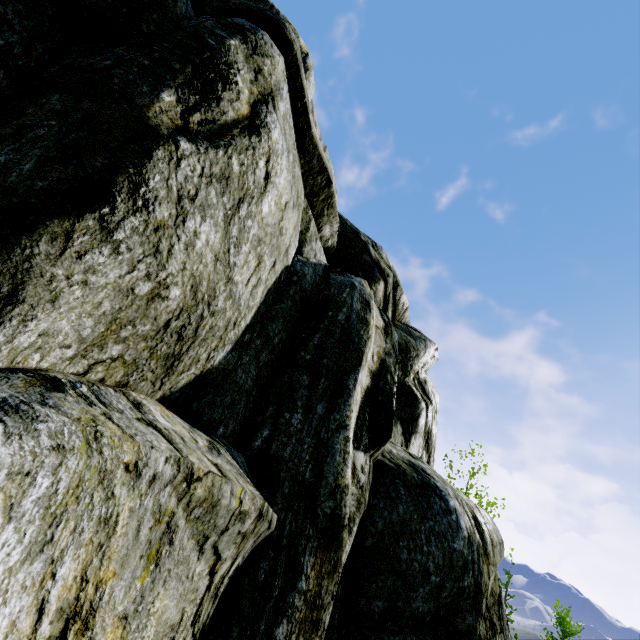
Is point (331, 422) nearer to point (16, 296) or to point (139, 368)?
point (139, 368)
